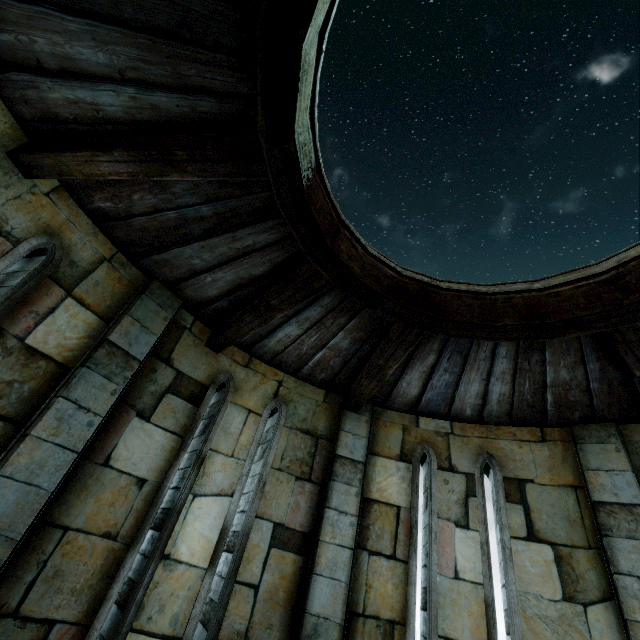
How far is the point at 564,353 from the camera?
3.61m
